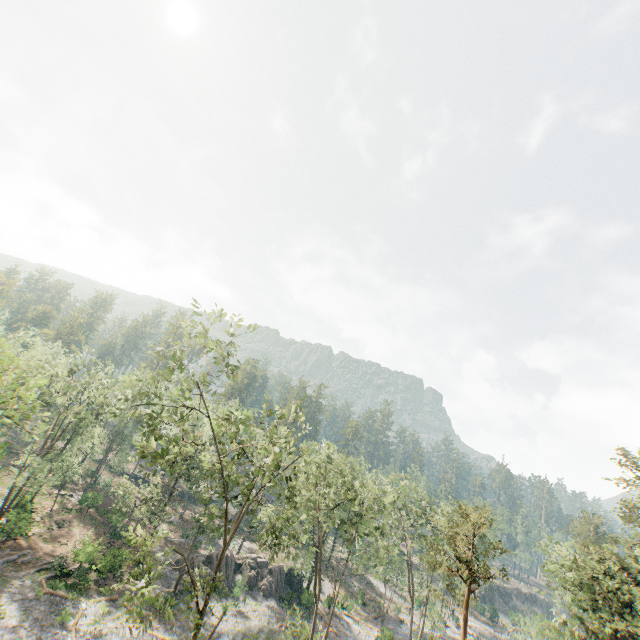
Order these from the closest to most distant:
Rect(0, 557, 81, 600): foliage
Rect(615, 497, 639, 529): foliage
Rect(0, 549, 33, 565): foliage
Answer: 1. Rect(615, 497, 639, 529): foliage
2. Rect(0, 557, 81, 600): foliage
3. Rect(0, 549, 33, 565): foliage

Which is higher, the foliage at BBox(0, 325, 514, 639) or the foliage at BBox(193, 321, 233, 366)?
the foliage at BBox(193, 321, 233, 366)

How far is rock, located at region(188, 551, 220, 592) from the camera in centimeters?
3731cm

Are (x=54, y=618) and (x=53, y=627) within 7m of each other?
yes

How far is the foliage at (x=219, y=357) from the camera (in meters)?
18.80

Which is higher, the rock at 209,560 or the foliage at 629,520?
the foliage at 629,520

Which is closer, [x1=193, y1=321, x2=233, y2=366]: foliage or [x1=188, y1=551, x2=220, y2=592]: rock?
[x1=193, y1=321, x2=233, y2=366]: foliage

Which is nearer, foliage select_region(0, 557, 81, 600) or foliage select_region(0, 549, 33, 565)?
foliage select_region(0, 557, 81, 600)
